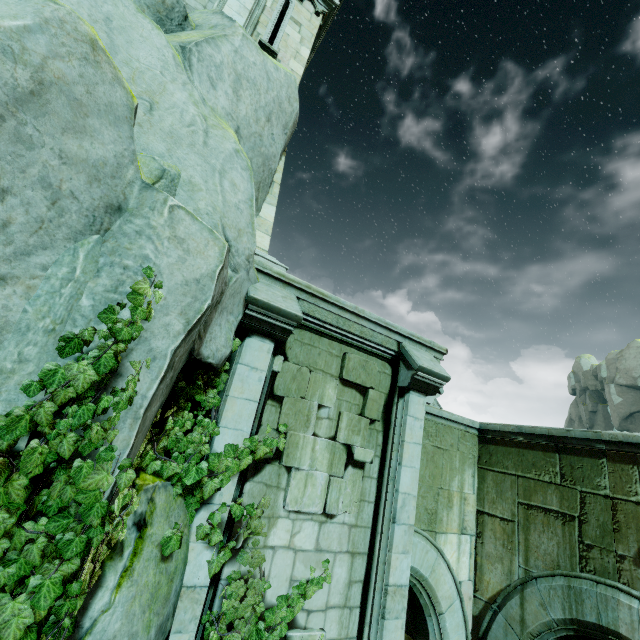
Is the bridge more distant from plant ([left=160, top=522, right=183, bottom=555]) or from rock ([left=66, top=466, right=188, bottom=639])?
rock ([left=66, top=466, right=188, bottom=639])

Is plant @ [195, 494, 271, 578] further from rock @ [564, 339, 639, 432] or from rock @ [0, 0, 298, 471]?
rock @ [564, 339, 639, 432]

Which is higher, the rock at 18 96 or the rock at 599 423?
the rock at 599 423

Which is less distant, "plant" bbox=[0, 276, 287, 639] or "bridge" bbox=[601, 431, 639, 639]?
"plant" bbox=[0, 276, 287, 639]

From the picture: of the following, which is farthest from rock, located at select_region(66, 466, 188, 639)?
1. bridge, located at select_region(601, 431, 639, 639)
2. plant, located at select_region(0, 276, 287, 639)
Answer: bridge, located at select_region(601, 431, 639, 639)

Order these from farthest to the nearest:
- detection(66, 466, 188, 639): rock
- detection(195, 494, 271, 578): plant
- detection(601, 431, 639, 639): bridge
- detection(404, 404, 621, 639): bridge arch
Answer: detection(404, 404, 621, 639): bridge arch < detection(601, 431, 639, 639): bridge < detection(195, 494, 271, 578): plant < detection(66, 466, 188, 639): rock

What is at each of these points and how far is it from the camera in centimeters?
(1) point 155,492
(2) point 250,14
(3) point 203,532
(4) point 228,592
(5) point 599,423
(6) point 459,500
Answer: (1) rock, 346cm
(2) stone column, 730cm
(3) plant, 397cm
(4) plant, 438cm
(5) rock, 4209cm
(6) bridge arch, 743cm

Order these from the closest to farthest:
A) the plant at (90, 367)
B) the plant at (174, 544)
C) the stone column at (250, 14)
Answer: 1. the plant at (90, 367)
2. the plant at (174, 544)
3. the stone column at (250, 14)
